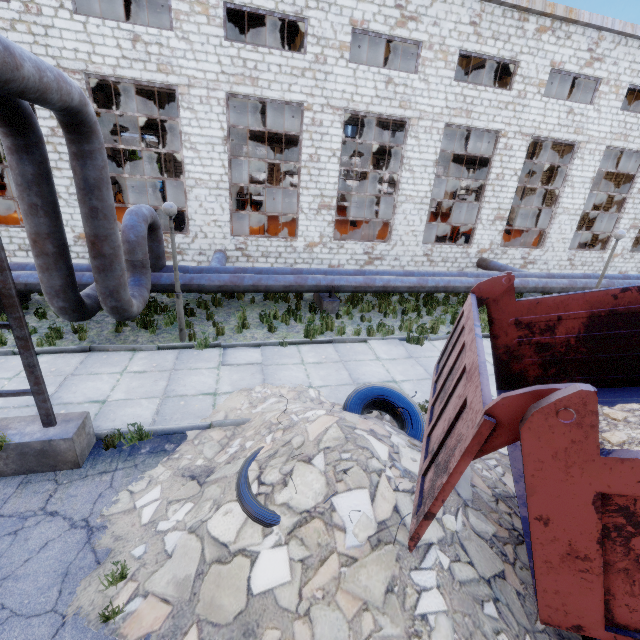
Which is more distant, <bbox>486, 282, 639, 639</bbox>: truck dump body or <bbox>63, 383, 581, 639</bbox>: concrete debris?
Answer: <bbox>63, 383, 581, 639</bbox>: concrete debris

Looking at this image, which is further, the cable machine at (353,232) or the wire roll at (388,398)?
the cable machine at (353,232)

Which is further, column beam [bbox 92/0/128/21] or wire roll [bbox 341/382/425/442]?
column beam [bbox 92/0/128/21]

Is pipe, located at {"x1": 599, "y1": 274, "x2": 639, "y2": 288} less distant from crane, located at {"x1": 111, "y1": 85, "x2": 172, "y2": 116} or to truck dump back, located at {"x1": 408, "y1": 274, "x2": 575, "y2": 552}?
truck dump back, located at {"x1": 408, "y1": 274, "x2": 575, "y2": 552}

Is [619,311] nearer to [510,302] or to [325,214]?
[510,302]

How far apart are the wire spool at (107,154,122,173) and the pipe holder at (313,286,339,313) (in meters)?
13.15

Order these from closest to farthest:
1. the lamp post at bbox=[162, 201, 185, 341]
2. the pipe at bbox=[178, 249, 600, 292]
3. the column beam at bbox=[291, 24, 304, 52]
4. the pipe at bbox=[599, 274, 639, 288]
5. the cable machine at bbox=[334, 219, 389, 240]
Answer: the lamp post at bbox=[162, 201, 185, 341], the pipe at bbox=[178, 249, 600, 292], the pipe at bbox=[599, 274, 639, 288], the column beam at bbox=[291, 24, 304, 52], the cable machine at bbox=[334, 219, 389, 240]

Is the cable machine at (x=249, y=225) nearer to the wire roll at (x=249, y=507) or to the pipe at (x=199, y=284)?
the pipe at (x=199, y=284)
